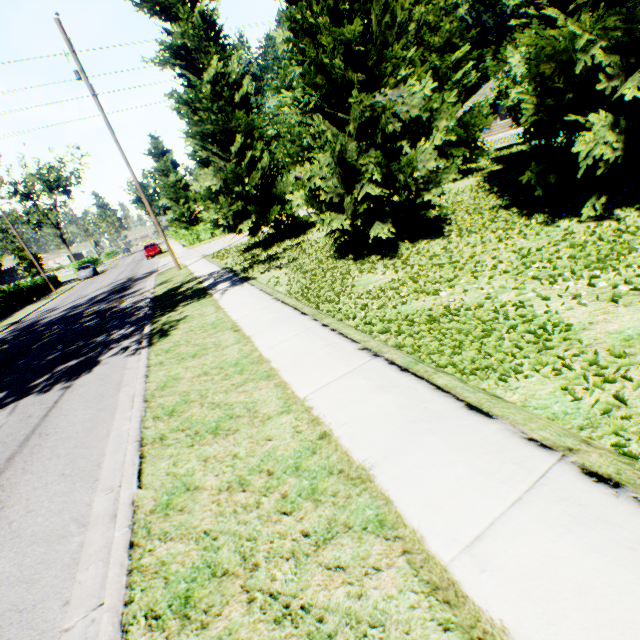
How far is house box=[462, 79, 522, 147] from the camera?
29.6m

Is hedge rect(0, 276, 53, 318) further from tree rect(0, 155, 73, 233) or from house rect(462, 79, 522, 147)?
house rect(462, 79, 522, 147)

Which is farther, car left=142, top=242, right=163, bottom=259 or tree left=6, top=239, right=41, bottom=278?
tree left=6, top=239, right=41, bottom=278

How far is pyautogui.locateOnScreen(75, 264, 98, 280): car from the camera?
38.81m

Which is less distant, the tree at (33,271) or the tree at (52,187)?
the tree at (33,271)

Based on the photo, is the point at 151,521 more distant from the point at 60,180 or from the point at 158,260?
the point at 60,180

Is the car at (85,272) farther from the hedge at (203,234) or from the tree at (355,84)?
the hedge at (203,234)

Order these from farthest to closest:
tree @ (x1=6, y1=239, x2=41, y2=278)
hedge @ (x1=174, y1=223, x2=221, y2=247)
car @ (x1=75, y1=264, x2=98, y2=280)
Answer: tree @ (x1=6, y1=239, x2=41, y2=278), car @ (x1=75, y1=264, x2=98, y2=280), hedge @ (x1=174, y1=223, x2=221, y2=247)
